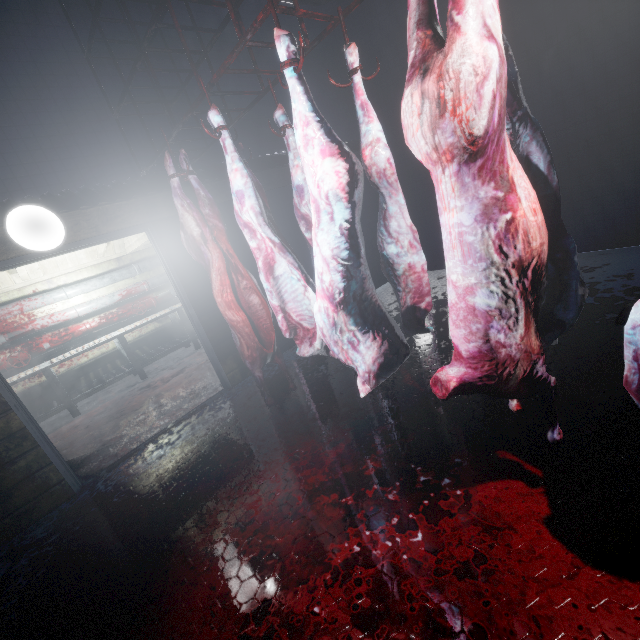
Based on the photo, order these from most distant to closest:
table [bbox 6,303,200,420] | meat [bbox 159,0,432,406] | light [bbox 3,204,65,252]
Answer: table [bbox 6,303,200,420], light [bbox 3,204,65,252], meat [bbox 159,0,432,406]

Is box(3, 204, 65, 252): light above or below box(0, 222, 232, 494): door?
above

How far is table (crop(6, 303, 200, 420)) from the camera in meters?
4.5 m

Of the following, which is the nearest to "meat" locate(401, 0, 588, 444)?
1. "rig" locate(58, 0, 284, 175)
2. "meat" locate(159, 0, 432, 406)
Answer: "rig" locate(58, 0, 284, 175)

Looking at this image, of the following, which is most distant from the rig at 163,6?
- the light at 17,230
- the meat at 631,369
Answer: the light at 17,230

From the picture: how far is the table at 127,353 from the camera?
4.5m

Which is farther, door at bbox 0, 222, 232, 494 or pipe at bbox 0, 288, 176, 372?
pipe at bbox 0, 288, 176, 372

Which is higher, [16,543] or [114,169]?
[114,169]
